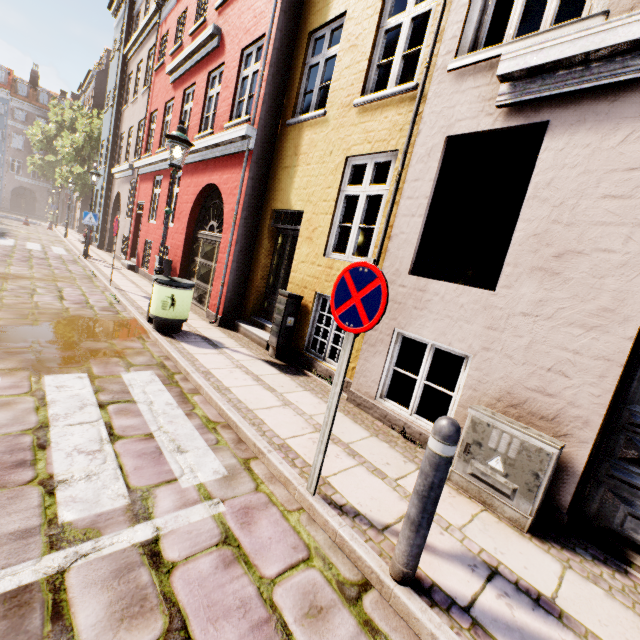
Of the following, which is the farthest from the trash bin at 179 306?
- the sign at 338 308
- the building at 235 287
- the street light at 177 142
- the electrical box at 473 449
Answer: the electrical box at 473 449

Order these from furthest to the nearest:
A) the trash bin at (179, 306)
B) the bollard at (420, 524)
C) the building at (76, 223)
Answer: the building at (76, 223), the trash bin at (179, 306), the bollard at (420, 524)

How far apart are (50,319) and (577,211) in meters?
7.7

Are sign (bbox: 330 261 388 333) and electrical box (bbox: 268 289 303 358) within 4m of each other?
yes

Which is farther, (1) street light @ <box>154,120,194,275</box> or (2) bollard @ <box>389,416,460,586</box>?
(1) street light @ <box>154,120,194,275</box>

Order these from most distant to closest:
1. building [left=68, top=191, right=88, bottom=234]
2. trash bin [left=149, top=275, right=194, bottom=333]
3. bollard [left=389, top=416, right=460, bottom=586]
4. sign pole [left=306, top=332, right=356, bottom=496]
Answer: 1. building [left=68, top=191, right=88, bottom=234]
2. trash bin [left=149, top=275, right=194, bottom=333]
3. sign pole [left=306, top=332, right=356, bottom=496]
4. bollard [left=389, top=416, right=460, bottom=586]

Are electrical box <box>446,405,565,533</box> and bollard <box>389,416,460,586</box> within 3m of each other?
yes

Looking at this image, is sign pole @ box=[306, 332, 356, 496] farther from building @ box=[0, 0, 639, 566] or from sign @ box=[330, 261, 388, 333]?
building @ box=[0, 0, 639, 566]
